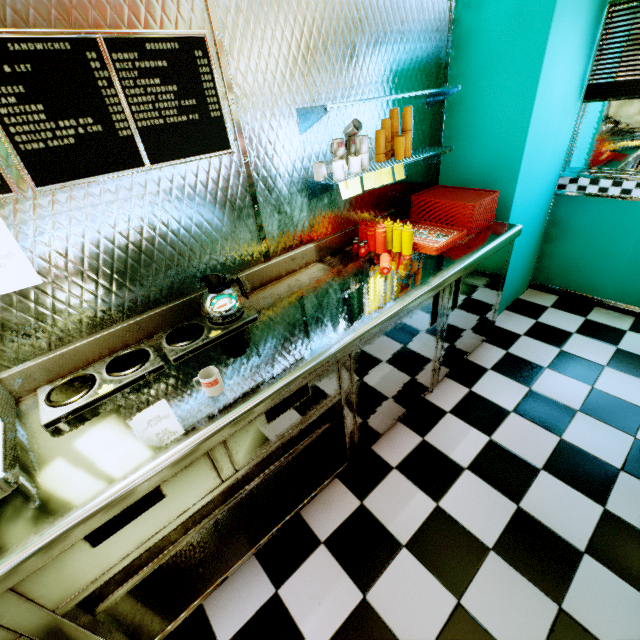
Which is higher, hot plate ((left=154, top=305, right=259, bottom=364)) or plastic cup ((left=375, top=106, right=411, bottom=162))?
plastic cup ((left=375, top=106, right=411, bottom=162))

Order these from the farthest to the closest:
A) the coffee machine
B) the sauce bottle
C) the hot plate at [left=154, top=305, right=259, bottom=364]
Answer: the sauce bottle, the hot plate at [left=154, top=305, right=259, bottom=364], the coffee machine

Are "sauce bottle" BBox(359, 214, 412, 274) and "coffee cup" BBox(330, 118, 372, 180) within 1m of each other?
yes

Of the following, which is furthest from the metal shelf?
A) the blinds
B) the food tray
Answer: the blinds

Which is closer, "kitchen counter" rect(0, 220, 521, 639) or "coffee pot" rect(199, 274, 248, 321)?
"kitchen counter" rect(0, 220, 521, 639)

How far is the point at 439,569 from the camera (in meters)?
1.73

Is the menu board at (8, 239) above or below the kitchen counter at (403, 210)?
above

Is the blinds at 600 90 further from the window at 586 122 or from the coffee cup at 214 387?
the coffee cup at 214 387
